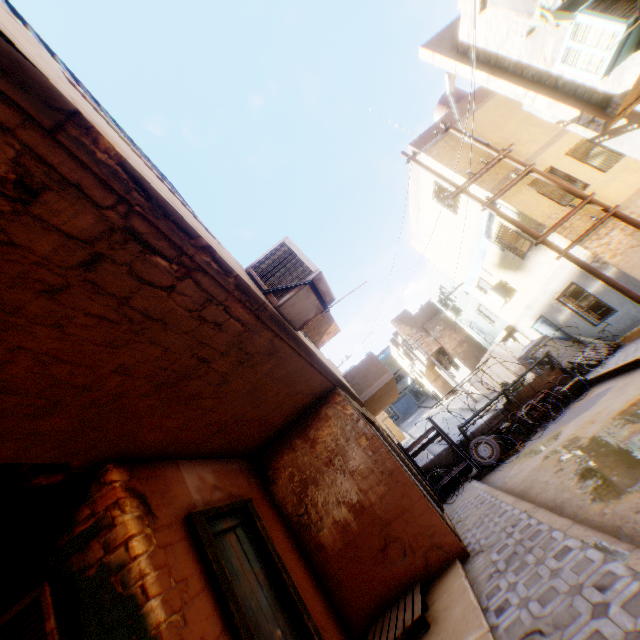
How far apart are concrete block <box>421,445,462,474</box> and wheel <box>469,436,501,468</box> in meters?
1.0

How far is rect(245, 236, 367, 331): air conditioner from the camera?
3.9 meters

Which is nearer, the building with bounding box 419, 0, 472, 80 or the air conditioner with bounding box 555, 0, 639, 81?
the air conditioner with bounding box 555, 0, 639, 81

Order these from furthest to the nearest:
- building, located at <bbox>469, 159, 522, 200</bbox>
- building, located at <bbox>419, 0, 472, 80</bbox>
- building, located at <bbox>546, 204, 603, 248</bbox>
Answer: building, located at <bbox>469, 159, 522, 200</bbox> → building, located at <bbox>546, 204, 603, 248</bbox> → building, located at <bbox>419, 0, 472, 80</bbox>

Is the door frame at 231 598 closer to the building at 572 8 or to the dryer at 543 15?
the building at 572 8

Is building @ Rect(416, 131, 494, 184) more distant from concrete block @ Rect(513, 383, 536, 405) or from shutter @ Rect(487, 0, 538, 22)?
concrete block @ Rect(513, 383, 536, 405)

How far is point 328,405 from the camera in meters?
6.5

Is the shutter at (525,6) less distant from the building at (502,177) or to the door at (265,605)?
the building at (502,177)
